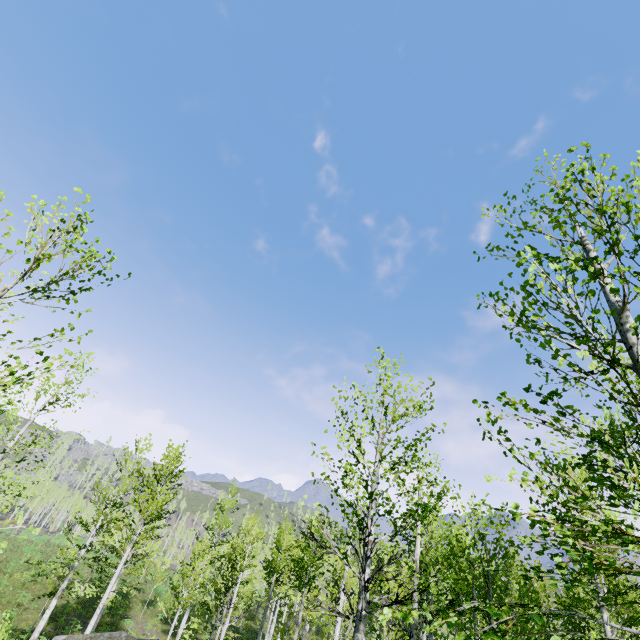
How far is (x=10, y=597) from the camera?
22.8 meters
